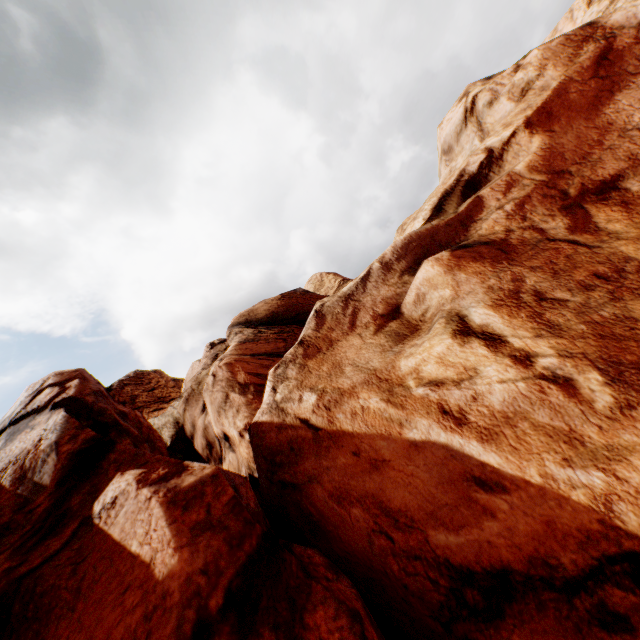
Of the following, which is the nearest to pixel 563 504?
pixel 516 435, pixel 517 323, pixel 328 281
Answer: pixel 516 435
